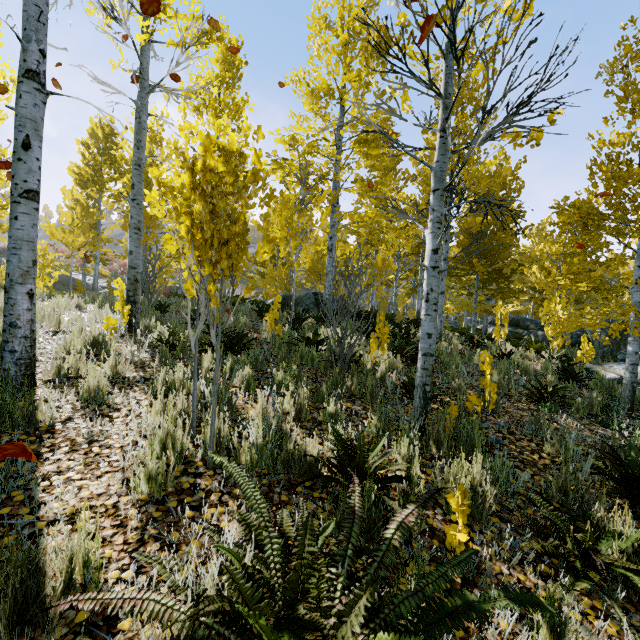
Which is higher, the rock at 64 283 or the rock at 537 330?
the rock at 64 283

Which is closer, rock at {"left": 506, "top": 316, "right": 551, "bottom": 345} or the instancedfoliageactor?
the instancedfoliageactor

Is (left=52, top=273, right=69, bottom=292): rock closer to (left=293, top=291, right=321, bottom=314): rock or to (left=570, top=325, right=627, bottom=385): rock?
(left=293, top=291, right=321, bottom=314): rock

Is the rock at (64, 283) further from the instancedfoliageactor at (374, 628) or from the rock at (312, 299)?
the rock at (312, 299)

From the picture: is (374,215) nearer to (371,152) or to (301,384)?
(371,152)

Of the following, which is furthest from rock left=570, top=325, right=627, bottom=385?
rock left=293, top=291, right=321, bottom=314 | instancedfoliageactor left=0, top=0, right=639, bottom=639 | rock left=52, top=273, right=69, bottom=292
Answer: rock left=52, top=273, right=69, bottom=292

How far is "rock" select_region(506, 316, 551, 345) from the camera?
17.3 meters

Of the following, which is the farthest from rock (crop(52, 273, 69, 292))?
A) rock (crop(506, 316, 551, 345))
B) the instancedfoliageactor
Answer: rock (crop(506, 316, 551, 345))
